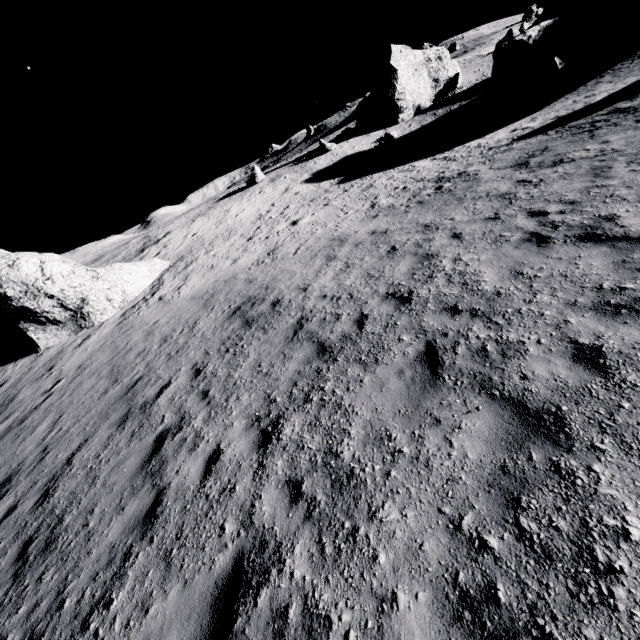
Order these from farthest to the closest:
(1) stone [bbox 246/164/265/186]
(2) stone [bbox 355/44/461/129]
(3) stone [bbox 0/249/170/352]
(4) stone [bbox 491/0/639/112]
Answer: (2) stone [bbox 355/44/461/129]
(1) stone [bbox 246/164/265/186]
(4) stone [bbox 491/0/639/112]
(3) stone [bbox 0/249/170/352]

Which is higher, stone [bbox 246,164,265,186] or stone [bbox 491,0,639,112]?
stone [bbox 246,164,265,186]

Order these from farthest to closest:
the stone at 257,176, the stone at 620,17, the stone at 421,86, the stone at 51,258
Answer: the stone at 421,86 < the stone at 257,176 < the stone at 620,17 < the stone at 51,258

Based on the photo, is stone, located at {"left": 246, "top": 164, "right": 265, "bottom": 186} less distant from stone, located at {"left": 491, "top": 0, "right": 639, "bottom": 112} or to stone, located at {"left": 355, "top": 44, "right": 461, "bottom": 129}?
stone, located at {"left": 355, "top": 44, "right": 461, "bottom": 129}

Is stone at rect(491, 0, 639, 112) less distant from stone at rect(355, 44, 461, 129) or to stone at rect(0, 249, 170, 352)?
stone at rect(355, 44, 461, 129)

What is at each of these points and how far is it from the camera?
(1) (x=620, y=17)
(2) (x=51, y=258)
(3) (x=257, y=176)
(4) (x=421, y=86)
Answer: (1) stone, 20.7 meters
(2) stone, 17.7 meters
(3) stone, 35.7 meters
(4) stone, 38.2 meters

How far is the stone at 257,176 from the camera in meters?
35.4
